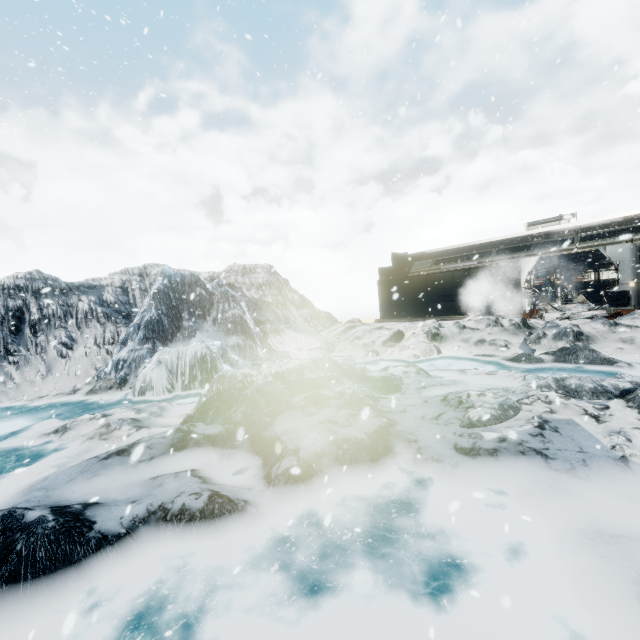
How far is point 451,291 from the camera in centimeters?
1867cm
